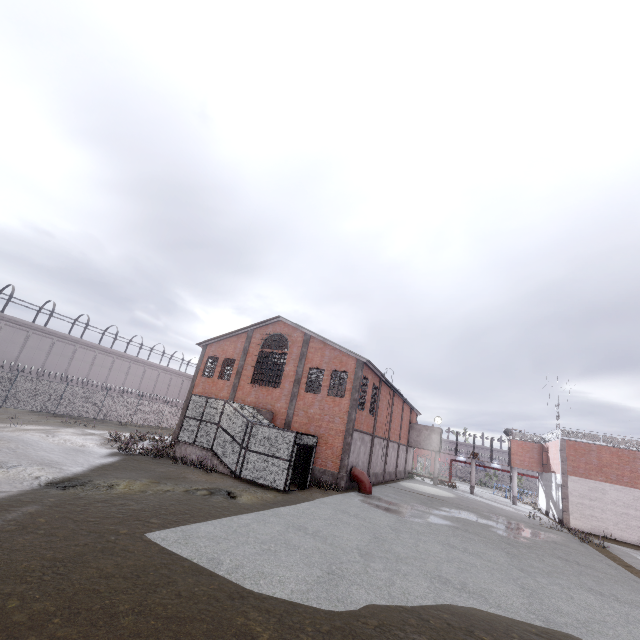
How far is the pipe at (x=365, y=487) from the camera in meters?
21.9

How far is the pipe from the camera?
21.9 meters

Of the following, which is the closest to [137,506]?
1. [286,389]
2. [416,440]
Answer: [286,389]

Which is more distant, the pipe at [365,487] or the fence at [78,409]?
the fence at [78,409]

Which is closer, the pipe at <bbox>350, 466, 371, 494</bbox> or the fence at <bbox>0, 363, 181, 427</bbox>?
the pipe at <bbox>350, 466, 371, 494</bbox>
